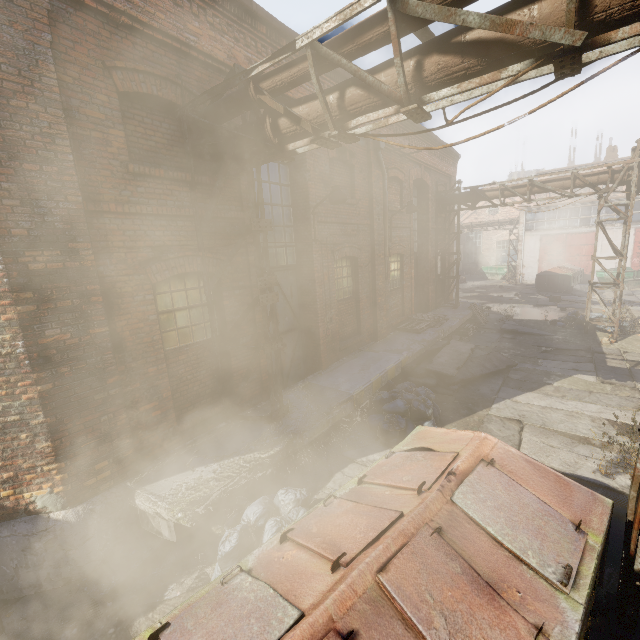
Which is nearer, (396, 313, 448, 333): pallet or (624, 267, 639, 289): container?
(396, 313, 448, 333): pallet

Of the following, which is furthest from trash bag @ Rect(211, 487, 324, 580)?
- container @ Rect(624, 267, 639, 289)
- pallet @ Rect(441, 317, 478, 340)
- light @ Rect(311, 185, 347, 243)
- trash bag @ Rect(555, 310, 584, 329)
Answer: container @ Rect(624, 267, 639, 289)

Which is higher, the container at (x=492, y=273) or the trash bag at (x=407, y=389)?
the container at (x=492, y=273)

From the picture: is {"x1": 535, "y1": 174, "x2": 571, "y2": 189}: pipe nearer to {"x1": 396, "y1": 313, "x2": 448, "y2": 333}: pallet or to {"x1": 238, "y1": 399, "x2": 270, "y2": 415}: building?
{"x1": 238, "y1": 399, "x2": 270, "y2": 415}: building

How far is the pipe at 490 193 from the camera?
13.7 meters

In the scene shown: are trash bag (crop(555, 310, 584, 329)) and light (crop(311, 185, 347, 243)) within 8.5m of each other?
no

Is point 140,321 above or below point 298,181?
below

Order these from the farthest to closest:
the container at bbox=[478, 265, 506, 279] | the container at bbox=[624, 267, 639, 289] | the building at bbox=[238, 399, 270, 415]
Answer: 1. the container at bbox=[478, 265, 506, 279]
2. the container at bbox=[624, 267, 639, 289]
3. the building at bbox=[238, 399, 270, 415]
